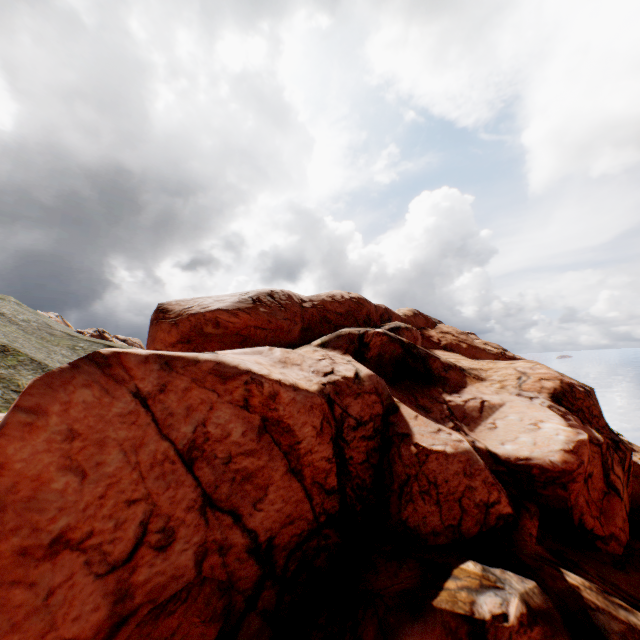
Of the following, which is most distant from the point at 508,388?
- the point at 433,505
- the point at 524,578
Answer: the point at 524,578
